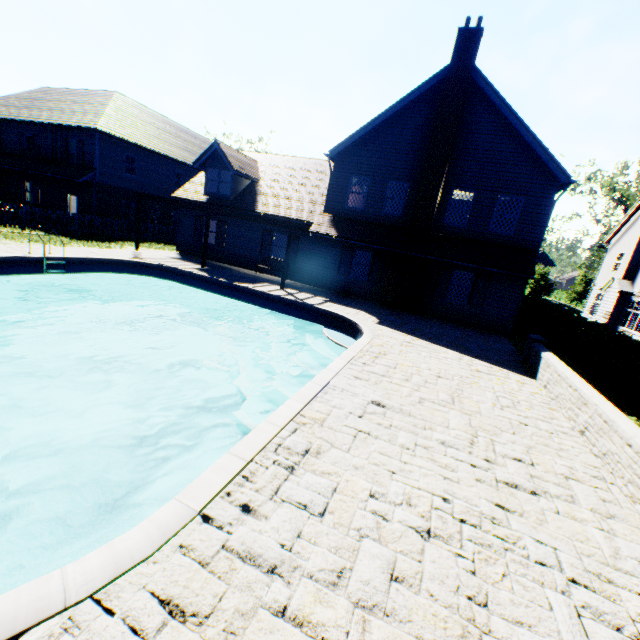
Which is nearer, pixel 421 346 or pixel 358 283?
pixel 421 346

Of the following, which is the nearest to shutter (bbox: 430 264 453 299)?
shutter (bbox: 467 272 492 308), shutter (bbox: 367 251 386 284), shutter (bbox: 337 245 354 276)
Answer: shutter (bbox: 467 272 492 308)

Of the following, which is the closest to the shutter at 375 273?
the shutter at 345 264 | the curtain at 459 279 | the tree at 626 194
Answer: the shutter at 345 264

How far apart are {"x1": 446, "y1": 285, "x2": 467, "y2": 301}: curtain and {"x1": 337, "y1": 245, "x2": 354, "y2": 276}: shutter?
5.1 meters

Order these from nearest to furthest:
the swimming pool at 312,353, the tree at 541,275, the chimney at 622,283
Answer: the swimming pool at 312,353 → the chimney at 622,283 → the tree at 541,275

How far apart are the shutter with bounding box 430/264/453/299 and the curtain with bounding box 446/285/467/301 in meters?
0.3 m

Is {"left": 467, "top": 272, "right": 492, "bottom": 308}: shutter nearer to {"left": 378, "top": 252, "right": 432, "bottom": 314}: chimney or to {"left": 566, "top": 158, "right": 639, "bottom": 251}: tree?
{"left": 378, "top": 252, "right": 432, "bottom": 314}: chimney

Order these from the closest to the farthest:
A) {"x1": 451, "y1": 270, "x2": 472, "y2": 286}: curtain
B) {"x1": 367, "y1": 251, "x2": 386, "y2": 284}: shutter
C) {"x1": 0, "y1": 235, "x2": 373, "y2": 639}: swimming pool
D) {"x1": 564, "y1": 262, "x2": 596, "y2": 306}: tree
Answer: {"x1": 0, "y1": 235, "x2": 373, "y2": 639}: swimming pool, {"x1": 451, "y1": 270, "x2": 472, "y2": 286}: curtain, {"x1": 367, "y1": 251, "x2": 386, "y2": 284}: shutter, {"x1": 564, "y1": 262, "x2": 596, "y2": 306}: tree
